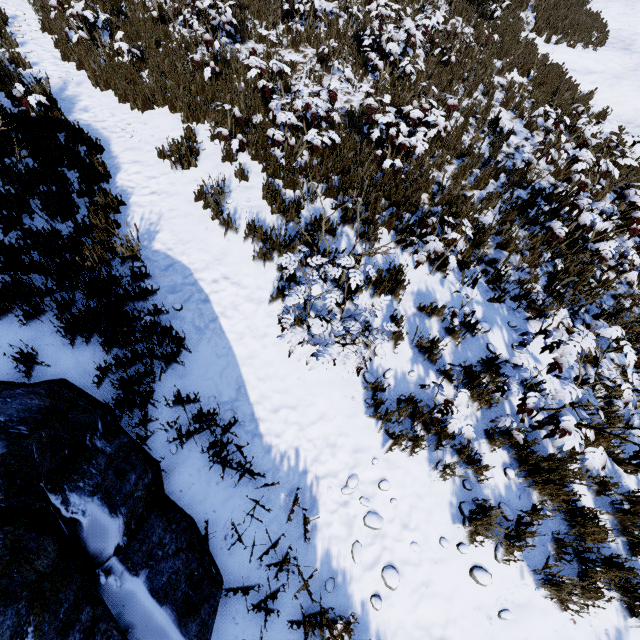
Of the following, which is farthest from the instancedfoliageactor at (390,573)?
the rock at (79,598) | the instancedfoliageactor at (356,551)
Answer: the rock at (79,598)

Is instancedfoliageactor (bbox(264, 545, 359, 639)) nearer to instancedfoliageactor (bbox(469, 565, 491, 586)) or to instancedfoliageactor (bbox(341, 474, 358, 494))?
instancedfoliageactor (bbox(341, 474, 358, 494))

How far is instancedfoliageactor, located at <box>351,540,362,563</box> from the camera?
3.48m

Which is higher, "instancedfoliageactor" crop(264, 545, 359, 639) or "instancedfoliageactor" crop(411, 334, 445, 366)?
"instancedfoliageactor" crop(411, 334, 445, 366)

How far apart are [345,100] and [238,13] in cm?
547

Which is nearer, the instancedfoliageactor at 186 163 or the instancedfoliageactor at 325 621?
the instancedfoliageactor at 325 621

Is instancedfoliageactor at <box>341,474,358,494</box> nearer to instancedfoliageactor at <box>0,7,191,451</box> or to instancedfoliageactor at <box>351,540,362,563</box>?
instancedfoliageactor at <box>351,540,362,563</box>

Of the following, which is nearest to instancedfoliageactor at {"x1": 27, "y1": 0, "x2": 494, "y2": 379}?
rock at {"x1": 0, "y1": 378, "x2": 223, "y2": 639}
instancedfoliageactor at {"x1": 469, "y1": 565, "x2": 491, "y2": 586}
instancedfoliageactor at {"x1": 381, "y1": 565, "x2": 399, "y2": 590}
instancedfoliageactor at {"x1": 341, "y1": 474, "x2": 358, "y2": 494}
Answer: rock at {"x1": 0, "y1": 378, "x2": 223, "y2": 639}
